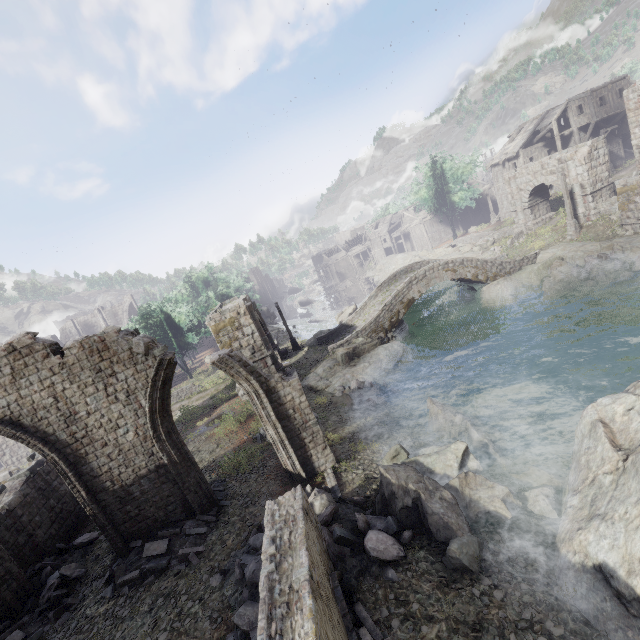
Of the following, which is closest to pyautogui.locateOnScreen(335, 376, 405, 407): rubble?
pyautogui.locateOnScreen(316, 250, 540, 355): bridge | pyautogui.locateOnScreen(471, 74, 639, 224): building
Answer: pyautogui.locateOnScreen(316, 250, 540, 355): bridge

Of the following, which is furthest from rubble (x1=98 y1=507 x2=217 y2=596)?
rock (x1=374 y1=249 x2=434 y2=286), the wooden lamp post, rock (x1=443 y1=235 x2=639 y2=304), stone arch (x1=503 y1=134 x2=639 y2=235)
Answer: rock (x1=374 y1=249 x2=434 y2=286)

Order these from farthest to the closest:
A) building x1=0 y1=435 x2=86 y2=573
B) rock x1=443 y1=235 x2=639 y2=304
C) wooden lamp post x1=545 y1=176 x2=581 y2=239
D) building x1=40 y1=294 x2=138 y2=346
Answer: building x1=40 y1=294 x2=138 y2=346 < wooden lamp post x1=545 y1=176 x2=581 y2=239 < rock x1=443 y1=235 x2=639 y2=304 < building x1=0 y1=435 x2=86 y2=573

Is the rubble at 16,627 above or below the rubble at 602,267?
above

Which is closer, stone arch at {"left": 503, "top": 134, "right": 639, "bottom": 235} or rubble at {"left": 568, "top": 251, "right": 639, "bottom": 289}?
rubble at {"left": 568, "top": 251, "right": 639, "bottom": 289}

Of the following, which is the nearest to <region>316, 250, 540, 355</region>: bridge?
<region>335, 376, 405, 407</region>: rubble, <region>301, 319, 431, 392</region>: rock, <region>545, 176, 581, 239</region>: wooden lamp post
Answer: <region>301, 319, 431, 392</region>: rock

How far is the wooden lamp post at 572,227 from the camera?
25.8m

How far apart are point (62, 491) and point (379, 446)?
14.29m
